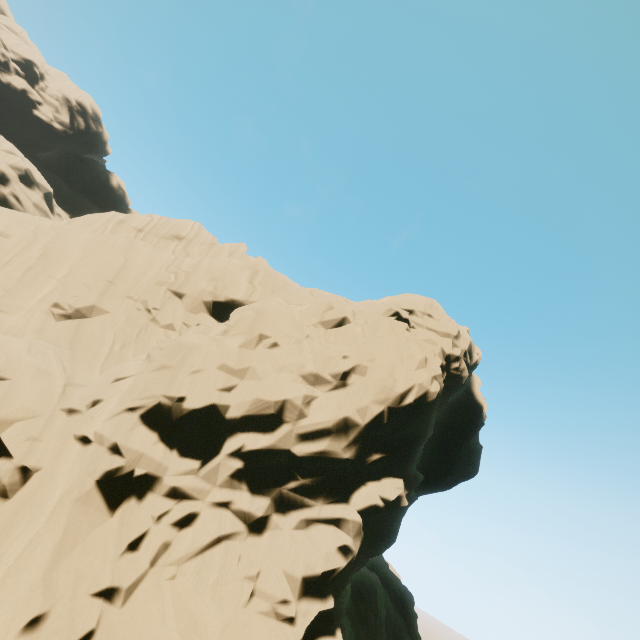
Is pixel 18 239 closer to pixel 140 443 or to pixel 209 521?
pixel 140 443

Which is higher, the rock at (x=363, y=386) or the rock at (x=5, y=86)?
the rock at (x=5, y=86)

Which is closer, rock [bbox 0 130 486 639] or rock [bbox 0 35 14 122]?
rock [bbox 0 130 486 639]

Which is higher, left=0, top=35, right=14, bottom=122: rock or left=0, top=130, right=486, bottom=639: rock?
left=0, top=35, right=14, bottom=122: rock

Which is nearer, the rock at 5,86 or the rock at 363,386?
the rock at 363,386
